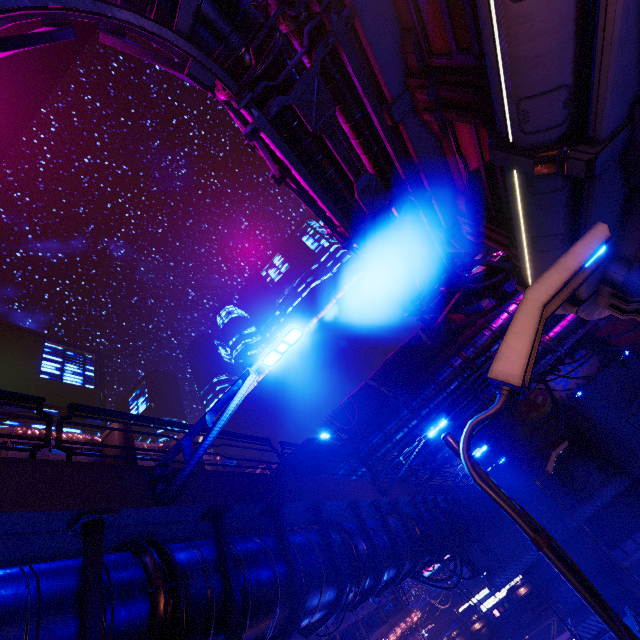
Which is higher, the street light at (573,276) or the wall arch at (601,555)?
the street light at (573,276)

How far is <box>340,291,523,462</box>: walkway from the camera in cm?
2108

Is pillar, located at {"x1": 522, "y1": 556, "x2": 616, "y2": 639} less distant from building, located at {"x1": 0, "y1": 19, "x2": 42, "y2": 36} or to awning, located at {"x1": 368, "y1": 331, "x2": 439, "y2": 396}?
awning, located at {"x1": 368, "y1": 331, "x2": 439, "y2": 396}

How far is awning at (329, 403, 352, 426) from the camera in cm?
1993

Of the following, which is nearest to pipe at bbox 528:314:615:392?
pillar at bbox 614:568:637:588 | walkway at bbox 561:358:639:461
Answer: walkway at bbox 561:358:639:461

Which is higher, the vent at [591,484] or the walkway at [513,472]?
the walkway at [513,472]

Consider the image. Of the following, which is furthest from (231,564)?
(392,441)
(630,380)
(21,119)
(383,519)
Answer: (21,119)

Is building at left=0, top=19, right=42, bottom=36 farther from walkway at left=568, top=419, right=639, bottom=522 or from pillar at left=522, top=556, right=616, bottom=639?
pillar at left=522, top=556, right=616, bottom=639
